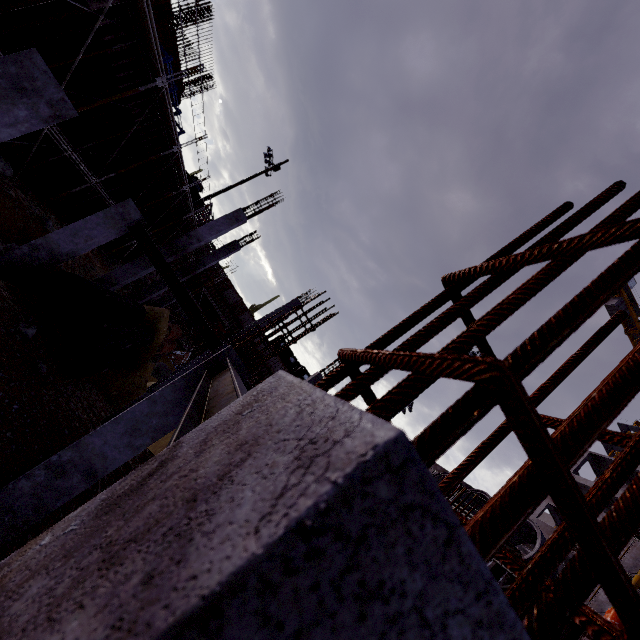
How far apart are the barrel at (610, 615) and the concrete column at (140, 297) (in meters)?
20.59

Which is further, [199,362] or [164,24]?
[164,24]

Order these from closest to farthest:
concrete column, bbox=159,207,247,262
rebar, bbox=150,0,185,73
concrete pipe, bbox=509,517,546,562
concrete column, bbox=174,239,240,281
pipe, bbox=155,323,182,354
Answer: concrete pipe, bbox=509,517,546,562
concrete column, bbox=159,207,247,262
rebar, bbox=150,0,185,73
concrete column, bbox=174,239,240,281
pipe, bbox=155,323,182,354

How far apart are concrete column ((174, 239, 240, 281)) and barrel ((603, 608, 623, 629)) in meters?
20.6

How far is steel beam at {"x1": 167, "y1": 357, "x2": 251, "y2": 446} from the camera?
1.8m

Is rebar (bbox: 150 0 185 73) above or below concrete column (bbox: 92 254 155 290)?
above

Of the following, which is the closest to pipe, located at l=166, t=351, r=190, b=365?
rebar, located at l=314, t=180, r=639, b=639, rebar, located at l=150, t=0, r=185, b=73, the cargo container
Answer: rebar, located at l=150, t=0, r=185, b=73
